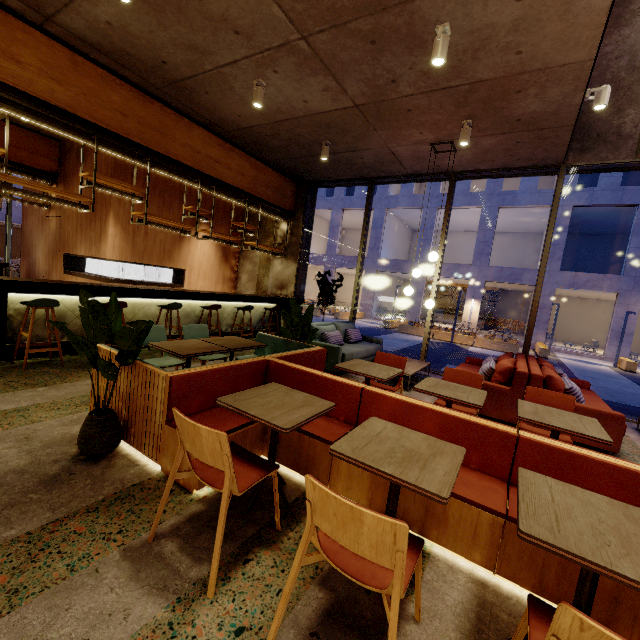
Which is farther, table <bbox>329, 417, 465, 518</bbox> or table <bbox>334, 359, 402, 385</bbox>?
table <bbox>334, 359, 402, 385</bbox>

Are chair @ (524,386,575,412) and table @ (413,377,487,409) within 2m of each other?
yes

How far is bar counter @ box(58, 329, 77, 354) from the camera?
5.2m

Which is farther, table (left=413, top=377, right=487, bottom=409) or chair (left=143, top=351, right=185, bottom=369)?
chair (left=143, top=351, right=185, bottom=369)

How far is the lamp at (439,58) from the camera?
3.42m

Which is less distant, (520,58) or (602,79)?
(520,58)

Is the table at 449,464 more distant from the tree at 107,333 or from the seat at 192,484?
the tree at 107,333

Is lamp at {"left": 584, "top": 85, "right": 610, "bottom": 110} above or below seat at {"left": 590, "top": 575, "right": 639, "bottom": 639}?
above
